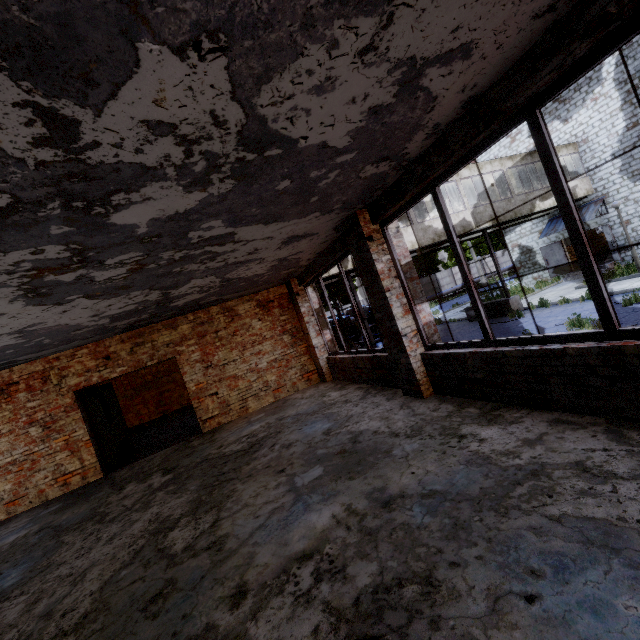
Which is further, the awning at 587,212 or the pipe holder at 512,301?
the awning at 587,212

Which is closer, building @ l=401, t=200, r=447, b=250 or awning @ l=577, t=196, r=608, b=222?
building @ l=401, t=200, r=447, b=250

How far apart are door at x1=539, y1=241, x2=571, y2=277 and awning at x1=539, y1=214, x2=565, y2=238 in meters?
0.5 m

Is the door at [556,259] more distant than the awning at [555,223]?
Yes

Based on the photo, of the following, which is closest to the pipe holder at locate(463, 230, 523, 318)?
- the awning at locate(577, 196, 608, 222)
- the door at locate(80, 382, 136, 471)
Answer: the awning at locate(577, 196, 608, 222)

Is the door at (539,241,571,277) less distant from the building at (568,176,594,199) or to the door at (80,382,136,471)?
the building at (568,176,594,199)

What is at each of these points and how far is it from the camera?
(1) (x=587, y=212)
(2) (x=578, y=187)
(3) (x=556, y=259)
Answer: (1) awning, 18.2m
(2) building, 17.9m
(3) door, 21.0m

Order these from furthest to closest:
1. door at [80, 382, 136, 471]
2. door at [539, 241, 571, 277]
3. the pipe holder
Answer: door at [539, 241, 571, 277] → the pipe holder → door at [80, 382, 136, 471]
